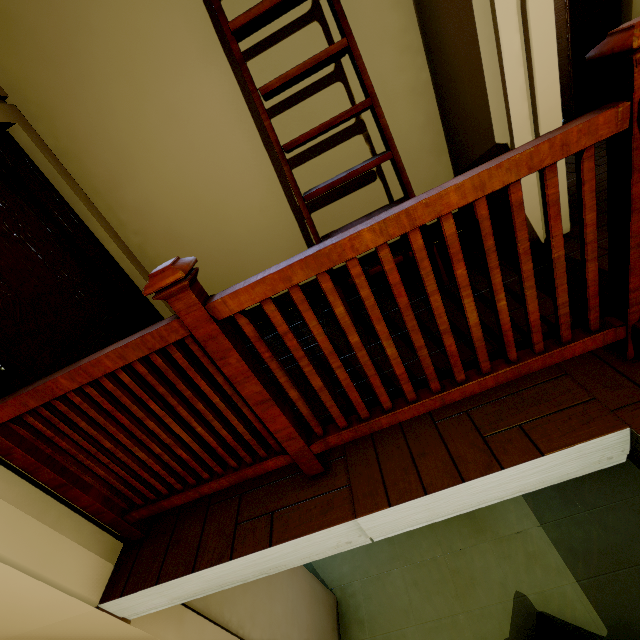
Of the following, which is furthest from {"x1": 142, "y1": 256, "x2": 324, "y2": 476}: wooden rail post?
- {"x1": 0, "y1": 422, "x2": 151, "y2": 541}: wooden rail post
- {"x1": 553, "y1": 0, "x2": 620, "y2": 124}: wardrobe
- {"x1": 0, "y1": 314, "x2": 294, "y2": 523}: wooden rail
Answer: {"x1": 553, "y1": 0, "x2": 620, "y2": 124}: wardrobe

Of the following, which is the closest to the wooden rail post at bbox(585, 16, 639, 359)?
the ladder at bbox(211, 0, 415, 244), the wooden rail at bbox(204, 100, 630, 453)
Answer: the wooden rail at bbox(204, 100, 630, 453)

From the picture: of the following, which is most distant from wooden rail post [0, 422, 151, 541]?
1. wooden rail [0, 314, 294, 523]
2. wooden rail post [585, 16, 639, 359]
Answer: wooden rail post [585, 16, 639, 359]

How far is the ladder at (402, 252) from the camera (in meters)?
2.12

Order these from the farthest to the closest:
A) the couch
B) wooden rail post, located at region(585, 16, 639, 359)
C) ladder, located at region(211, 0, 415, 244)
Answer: the couch
ladder, located at region(211, 0, 415, 244)
wooden rail post, located at region(585, 16, 639, 359)

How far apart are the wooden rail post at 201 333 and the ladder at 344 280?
1.1 meters

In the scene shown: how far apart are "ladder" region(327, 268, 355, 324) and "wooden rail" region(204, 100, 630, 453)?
1.01m

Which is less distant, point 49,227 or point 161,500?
point 161,500
